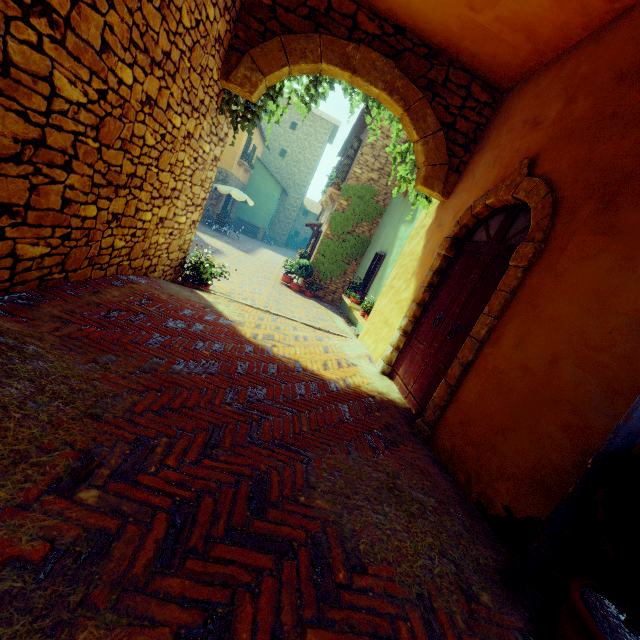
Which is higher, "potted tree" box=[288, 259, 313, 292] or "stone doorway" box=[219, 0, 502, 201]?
"stone doorway" box=[219, 0, 502, 201]

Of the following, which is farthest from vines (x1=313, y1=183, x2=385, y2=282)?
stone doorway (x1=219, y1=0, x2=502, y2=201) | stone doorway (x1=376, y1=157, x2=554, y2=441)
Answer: stone doorway (x1=376, y1=157, x2=554, y2=441)

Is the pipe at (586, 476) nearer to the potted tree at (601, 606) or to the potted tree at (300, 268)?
the potted tree at (601, 606)

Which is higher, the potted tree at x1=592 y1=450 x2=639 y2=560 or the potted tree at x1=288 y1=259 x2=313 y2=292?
the potted tree at x1=592 y1=450 x2=639 y2=560

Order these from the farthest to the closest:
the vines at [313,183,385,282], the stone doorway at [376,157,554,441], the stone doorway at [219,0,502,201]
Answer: the vines at [313,183,385,282], the stone doorway at [219,0,502,201], the stone doorway at [376,157,554,441]

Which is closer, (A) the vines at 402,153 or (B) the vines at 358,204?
(A) the vines at 402,153

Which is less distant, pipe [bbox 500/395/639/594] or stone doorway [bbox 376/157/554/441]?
pipe [bbox 500/395/639/594]

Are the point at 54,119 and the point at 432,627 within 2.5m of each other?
no
